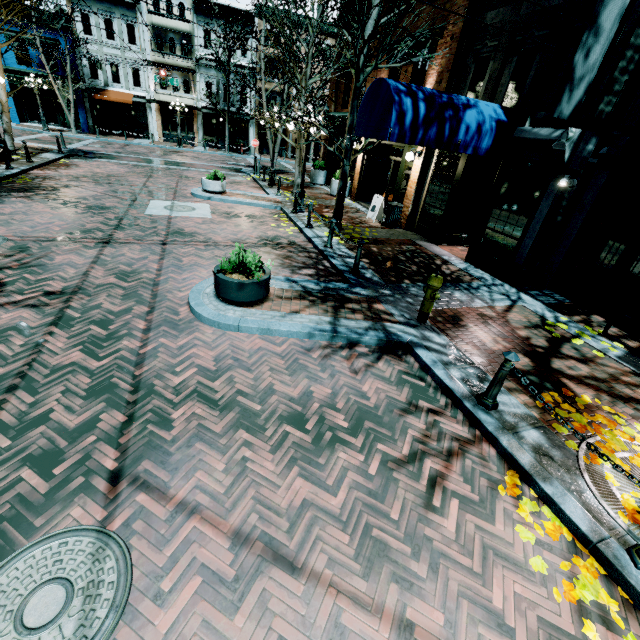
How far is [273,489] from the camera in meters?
3.2 m

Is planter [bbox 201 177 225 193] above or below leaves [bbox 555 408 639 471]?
above

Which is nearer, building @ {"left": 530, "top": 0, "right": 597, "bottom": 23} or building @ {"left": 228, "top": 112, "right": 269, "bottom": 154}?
building @ {"left": 530, "top": 0, "right": 597, "bottom": 23}

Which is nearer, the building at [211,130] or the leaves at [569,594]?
Answer: the leaves at [569,594]

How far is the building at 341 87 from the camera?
17.3m

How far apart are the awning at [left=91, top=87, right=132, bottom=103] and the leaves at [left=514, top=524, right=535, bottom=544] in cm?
3682

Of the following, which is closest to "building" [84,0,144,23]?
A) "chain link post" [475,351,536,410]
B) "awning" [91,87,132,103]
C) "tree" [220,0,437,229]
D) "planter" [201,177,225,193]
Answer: "awning" [91,87,132,103]

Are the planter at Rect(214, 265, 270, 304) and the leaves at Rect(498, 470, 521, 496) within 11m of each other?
yes
